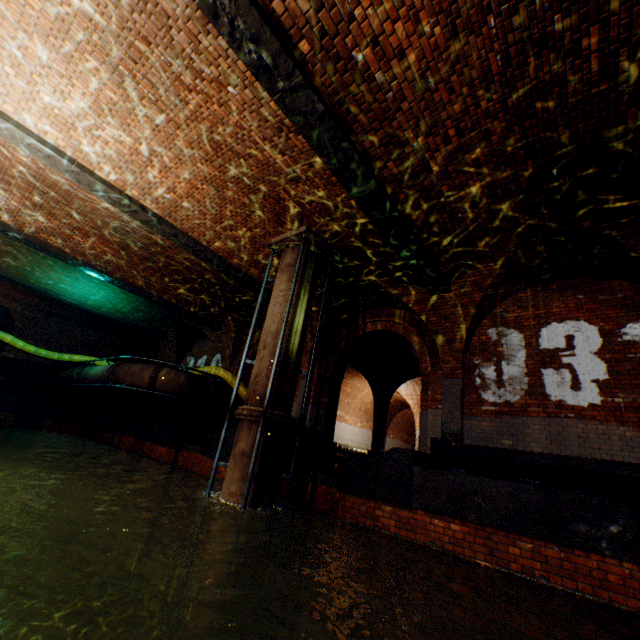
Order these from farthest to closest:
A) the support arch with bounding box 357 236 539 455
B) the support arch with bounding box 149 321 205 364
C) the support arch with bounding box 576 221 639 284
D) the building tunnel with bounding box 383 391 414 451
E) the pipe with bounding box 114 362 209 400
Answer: the building tunnel with bounding box 383 391 414 451 < the support arch with bounding box 149 321 205 364 < the pipe with bounding box 114 362 209 400 < the support arch with bounding box 357 236 539 455 < the support arch with bounding box 576 221 639 284

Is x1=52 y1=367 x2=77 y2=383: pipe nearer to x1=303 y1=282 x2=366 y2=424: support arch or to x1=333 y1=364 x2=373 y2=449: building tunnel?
x1=333 y1=364 x2=373 y2=449: building tunnel

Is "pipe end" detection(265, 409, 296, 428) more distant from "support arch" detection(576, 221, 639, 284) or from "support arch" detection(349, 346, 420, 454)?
"support arch" detection(349, 346, 420, 454)

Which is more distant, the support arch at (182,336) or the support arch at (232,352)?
the support arch at (182,336)

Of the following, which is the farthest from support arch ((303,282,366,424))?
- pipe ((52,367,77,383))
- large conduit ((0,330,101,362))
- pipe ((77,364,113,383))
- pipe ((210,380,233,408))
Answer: pipe ((52,367,77,383))

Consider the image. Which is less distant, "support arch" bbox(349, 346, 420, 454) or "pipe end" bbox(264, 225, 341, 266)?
"pipe end" bbox(264, 225, 341, 266)

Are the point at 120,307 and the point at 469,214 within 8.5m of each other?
no

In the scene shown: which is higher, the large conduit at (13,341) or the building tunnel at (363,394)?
the large conduit at (13,341)
